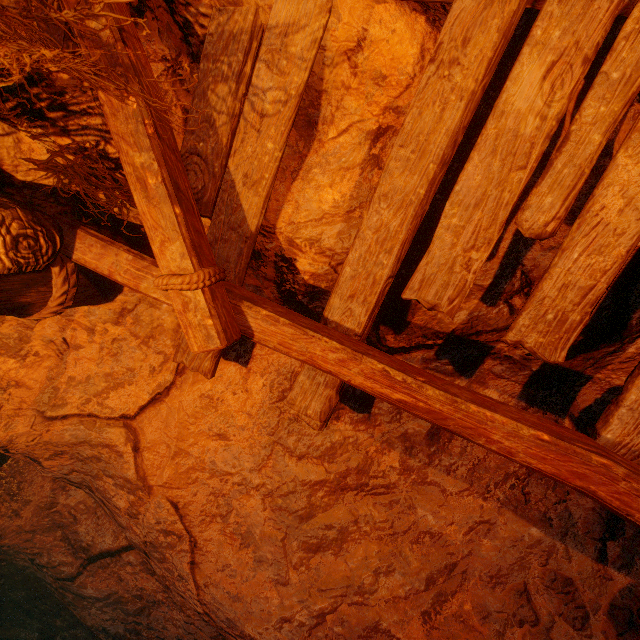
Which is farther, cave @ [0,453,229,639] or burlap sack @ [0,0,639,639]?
cave @ [0,453,229,639]

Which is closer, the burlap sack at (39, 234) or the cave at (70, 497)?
the burlap sack at (39, 234)

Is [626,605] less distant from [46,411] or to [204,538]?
[204,538]
